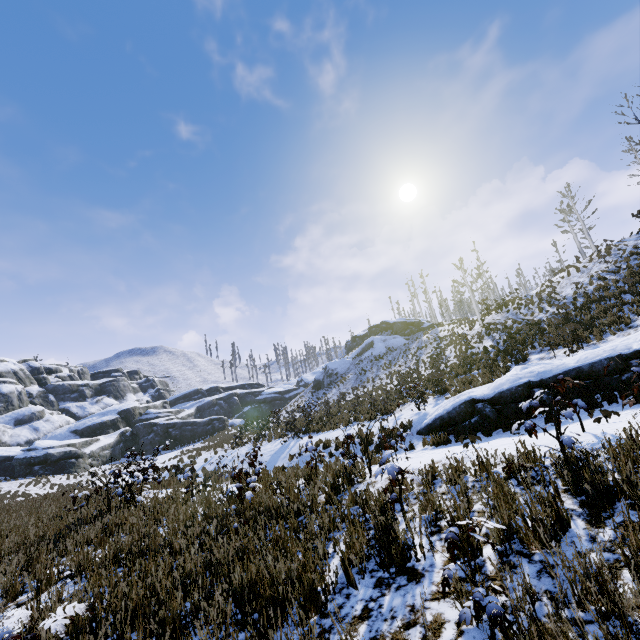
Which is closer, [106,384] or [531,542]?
[531,542]

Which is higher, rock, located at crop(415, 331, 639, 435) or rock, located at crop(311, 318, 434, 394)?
rock, located at crop(311, 318, 434, 394)

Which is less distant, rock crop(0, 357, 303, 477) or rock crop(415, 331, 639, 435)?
rock crop(415, 331, 639, 435)

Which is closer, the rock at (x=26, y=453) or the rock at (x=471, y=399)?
the rock at (x=471, y=399)

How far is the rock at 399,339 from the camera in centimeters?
4400cm

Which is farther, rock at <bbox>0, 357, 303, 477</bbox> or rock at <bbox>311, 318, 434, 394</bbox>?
rock at <bbox>311, 318, 434, 394</bbox>

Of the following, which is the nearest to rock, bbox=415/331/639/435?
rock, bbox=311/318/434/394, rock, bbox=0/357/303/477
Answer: rock, bbox=311/318/434/394

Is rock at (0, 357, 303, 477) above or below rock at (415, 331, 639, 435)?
above
